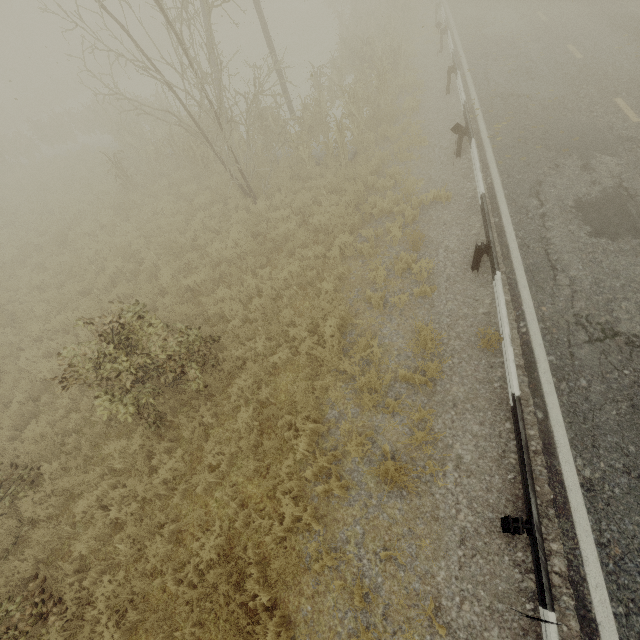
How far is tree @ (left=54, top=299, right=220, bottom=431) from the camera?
5.53m

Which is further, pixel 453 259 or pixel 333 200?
pixel 333 200

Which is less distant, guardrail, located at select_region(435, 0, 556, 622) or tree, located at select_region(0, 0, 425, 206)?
guardrail, located at select_region(435, 0, 556, 622)

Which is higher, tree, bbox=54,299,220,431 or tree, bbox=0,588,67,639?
tree, bbox=54,299,220,431

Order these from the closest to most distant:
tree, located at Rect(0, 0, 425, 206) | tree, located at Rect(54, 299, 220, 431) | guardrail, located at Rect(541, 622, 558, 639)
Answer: guardrail, located at Rect(541, 622, 558, 639)
tree, located at Rect(54, 299, 220, 431)
tree, located at Rect(0, 0, 425, 206)

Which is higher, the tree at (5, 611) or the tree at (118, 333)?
the tree at (118, 333)

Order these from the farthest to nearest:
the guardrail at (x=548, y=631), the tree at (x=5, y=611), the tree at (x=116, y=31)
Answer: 1. the tree at (x=116, y=31)
2. the tree at (x=5, y=611)
3. the guardrail at (x=548, y=631)
